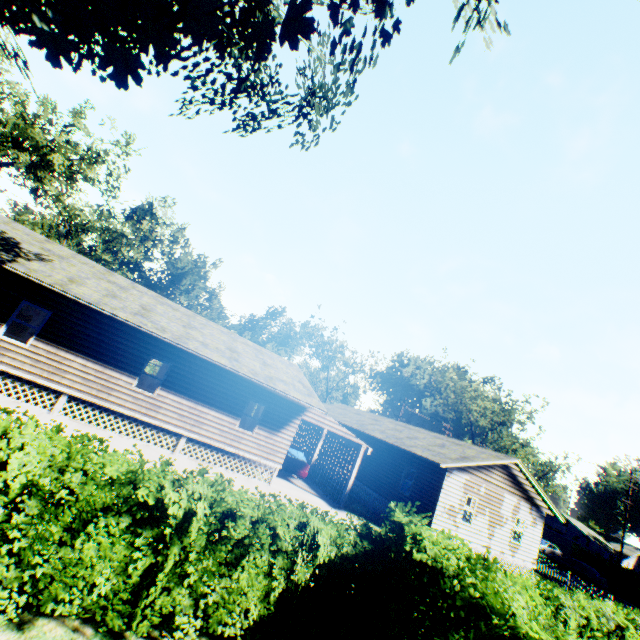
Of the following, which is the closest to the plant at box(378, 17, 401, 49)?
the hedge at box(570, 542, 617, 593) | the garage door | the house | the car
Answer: the house

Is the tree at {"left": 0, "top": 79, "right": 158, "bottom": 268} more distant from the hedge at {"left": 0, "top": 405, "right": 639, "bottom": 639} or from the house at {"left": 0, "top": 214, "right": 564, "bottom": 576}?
the house at {"left": 0, "top": 214, "right": 564, "bottom": 576}

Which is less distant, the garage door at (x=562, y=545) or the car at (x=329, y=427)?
the car at (x=329, y=427)

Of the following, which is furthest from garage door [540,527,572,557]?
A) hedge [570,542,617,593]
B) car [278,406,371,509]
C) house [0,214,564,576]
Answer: house [0,214,564,576]

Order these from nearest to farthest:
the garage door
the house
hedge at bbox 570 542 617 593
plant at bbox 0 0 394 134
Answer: plant at bbox 0 0 394 134 → the house → hedge at bbox 570 542 617 593 → the garage door

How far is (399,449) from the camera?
21.88m

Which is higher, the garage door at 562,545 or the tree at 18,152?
the tree at 18,152
